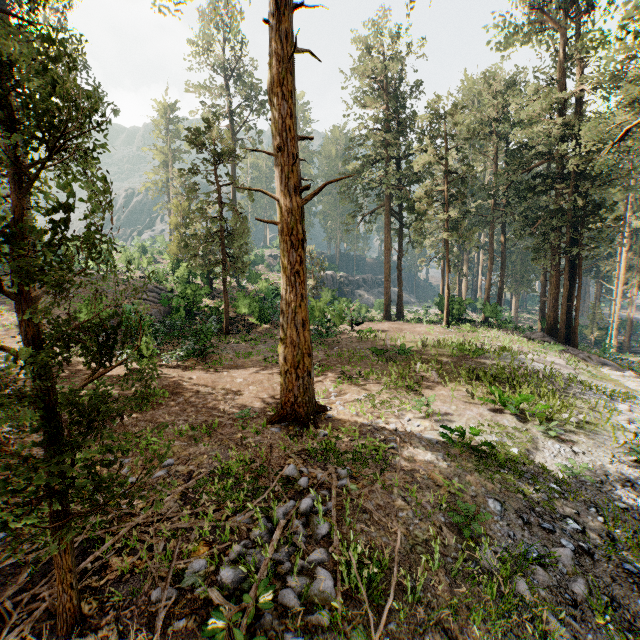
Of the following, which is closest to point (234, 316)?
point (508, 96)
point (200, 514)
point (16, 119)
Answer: point (200, 514)

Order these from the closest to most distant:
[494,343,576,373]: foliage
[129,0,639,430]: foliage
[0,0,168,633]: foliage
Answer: [0,0,168,633]: foliage
[129,0,639,430]: foliage
[494,343,576,373]: foliage

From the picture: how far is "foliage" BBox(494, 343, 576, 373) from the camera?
16.5 meters

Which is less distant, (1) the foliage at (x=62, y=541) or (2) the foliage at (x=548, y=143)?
(1) the foliage at (x=62, y=541)

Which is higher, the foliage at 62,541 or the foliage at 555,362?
the foliage at 62,541

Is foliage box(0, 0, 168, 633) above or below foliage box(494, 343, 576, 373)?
above

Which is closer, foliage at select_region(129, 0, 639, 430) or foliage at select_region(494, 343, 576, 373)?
foliage at select_region(129, 0, 639, 430)
